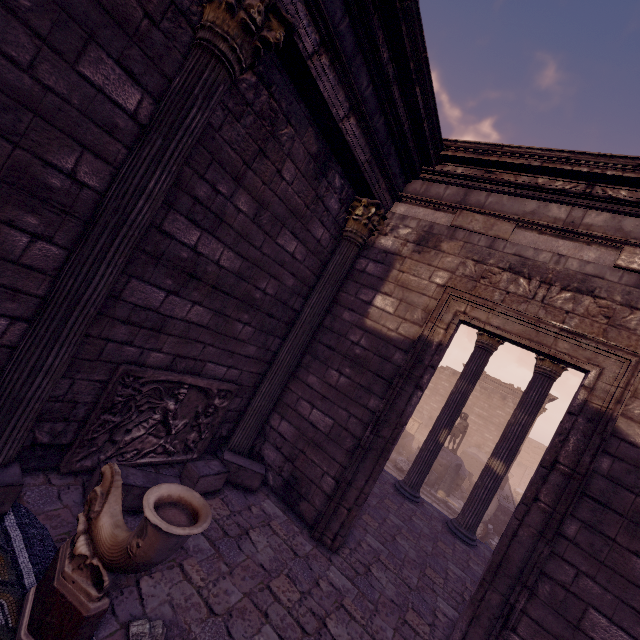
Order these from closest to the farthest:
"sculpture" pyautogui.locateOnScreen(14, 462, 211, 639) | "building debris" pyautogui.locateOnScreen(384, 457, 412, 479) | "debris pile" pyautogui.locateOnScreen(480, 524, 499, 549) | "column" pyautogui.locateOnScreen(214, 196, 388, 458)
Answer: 1. "sculpture" pyautogui.locateOnScreen(14, 462, 211, 639)
2. "column" pyautogui.locateOnScreen(214, 196, 388, 458)
3. "debris pile" pyautogui.locateOnScreen(480, 524, 499, 549)
4. "building debris" pyautogui.locateOnScreen(384, 457, 412, 479)

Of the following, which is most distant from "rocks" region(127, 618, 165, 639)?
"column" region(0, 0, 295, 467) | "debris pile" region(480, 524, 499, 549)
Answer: "debris pile" region(480, 524, 499, 549)

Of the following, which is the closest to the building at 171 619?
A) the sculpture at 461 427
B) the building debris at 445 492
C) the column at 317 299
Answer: the column at 317 299

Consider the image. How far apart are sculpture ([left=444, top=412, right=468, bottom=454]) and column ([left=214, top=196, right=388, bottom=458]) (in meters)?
14.94

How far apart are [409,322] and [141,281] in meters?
3.6

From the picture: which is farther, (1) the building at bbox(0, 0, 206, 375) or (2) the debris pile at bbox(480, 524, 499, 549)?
(2) the debris pile at bbox(480, 524, 499, 549)

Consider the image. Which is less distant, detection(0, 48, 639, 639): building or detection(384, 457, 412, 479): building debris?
detection(0, 48, 639, 639): building

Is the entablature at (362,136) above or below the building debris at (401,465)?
above
